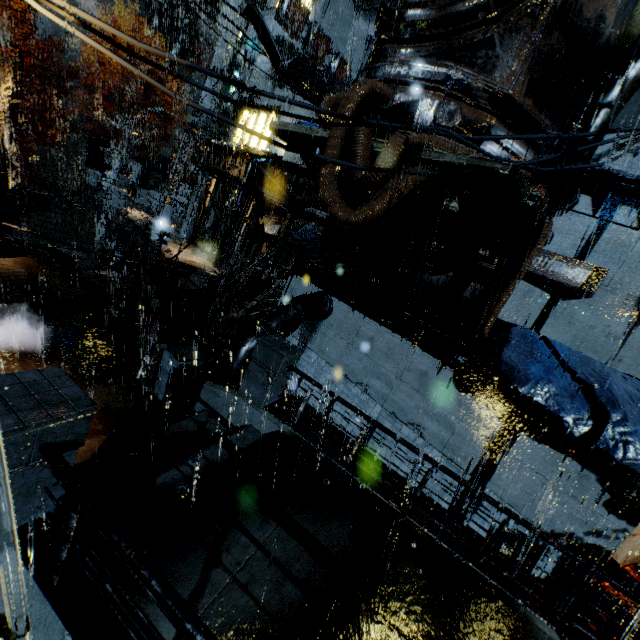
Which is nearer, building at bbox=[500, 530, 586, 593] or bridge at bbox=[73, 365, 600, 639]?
bridge at bbox=[73, 365, 600, 639]

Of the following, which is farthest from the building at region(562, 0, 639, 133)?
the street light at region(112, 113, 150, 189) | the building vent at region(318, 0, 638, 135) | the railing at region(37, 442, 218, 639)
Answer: the street light at region(112, 113, 150, 189)

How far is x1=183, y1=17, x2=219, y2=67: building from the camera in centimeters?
4141cm

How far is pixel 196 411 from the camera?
8.4m

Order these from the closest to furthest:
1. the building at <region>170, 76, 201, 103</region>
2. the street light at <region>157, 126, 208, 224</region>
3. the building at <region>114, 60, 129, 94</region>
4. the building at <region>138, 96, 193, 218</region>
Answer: the street light at <region>157, 126, 208, 224</region> → the building at <region>138, 96, 193, 218</region> → the building at <region>114, 60, 129, 94</region> → the building at <region>170, 76, 201, 103</region>

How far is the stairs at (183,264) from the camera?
19.75m

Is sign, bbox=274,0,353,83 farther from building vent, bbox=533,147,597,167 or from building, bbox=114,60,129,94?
building vent, bbox=533,147,597,167

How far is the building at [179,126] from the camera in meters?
28.7 m
